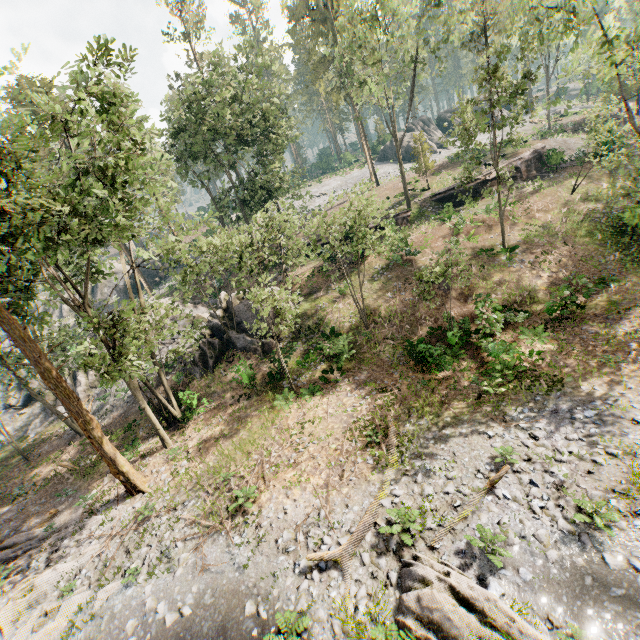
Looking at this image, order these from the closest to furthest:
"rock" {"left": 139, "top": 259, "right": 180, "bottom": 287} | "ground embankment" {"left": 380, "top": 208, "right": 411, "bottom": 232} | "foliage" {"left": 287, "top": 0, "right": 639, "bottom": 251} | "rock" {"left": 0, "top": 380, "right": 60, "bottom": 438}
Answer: "foliage" {"left": 287, "top": 0, "right": 639, "bottom": 251}, "ground embankment" {"left": 380, "top": 208, "right": 411, "bottom": 232}, "rock" {"left": 0, "top": 380, "right": 60, "bottom": 438}, "rock" {"left": 139, "top": 259, "right": 180, "bottom": 287}

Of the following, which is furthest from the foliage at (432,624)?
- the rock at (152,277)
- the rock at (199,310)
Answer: the rock at (152,277)

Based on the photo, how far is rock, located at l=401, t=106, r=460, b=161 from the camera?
53.06m

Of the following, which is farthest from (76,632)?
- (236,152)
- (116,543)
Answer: (236,152)

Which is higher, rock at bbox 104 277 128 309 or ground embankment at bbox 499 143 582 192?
rock at bbox 104 277 128 309

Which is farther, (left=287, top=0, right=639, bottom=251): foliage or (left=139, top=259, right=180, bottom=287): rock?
(left=139, top=259, right=180, bottom=287): rock

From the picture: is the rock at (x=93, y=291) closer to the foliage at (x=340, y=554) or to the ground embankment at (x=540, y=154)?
the foliage at (x=340, y=554)

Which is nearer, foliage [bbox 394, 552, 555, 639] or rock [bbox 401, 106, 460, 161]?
foliage [bbox 394, 552, 555, 639]
